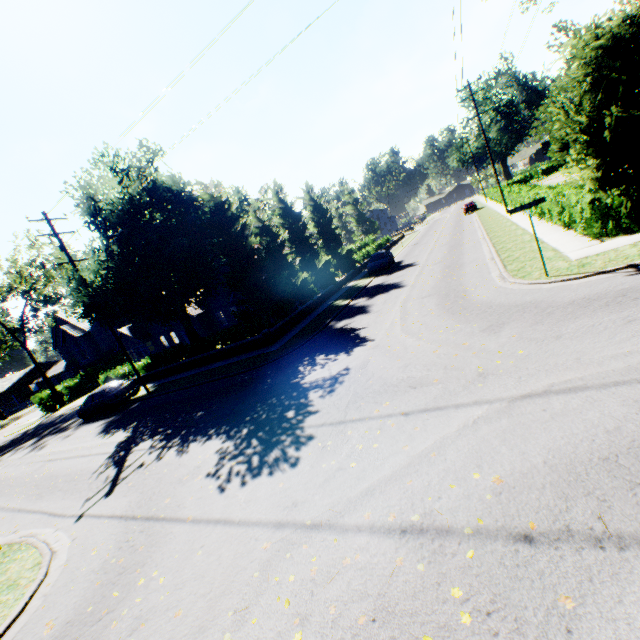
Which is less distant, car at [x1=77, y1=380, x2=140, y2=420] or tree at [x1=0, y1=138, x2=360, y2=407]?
tree at [x1=0, y1=138, x2=360, y2=407]

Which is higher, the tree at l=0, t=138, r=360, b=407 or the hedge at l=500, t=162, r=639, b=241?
the tree at l=0, t=138, r=360, b=407

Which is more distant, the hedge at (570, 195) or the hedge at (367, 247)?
the hedge at (367, 247)

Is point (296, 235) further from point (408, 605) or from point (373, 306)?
point (408, 605)

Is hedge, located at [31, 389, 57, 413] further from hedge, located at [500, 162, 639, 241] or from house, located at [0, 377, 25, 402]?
hedge, located at [500, 162, 639, 241]

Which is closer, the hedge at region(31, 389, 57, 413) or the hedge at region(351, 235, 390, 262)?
the hedge at region(31, 389, 57, 413)

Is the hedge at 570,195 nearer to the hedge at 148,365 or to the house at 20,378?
the hedge at 148,365

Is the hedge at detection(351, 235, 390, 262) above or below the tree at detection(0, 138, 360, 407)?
below
